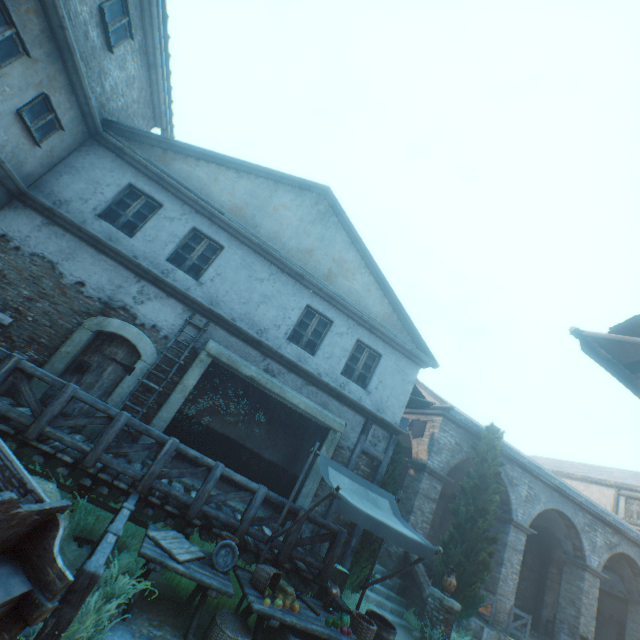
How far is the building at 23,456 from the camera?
6.62m

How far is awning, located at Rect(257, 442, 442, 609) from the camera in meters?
5.3 m

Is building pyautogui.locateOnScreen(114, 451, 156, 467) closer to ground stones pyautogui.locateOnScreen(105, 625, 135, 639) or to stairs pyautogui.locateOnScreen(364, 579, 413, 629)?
stairs pyautogui.locateOnScreen(364, 579, 413, 629)

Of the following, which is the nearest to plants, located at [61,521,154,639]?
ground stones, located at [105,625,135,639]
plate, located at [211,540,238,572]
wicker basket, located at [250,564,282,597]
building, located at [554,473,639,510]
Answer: ground stones, located at [105,625,135,639]

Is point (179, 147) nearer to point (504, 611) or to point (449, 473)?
point (449, 473)

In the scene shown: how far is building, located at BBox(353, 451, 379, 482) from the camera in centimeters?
941cm

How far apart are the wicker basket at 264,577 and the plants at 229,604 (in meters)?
0.70
